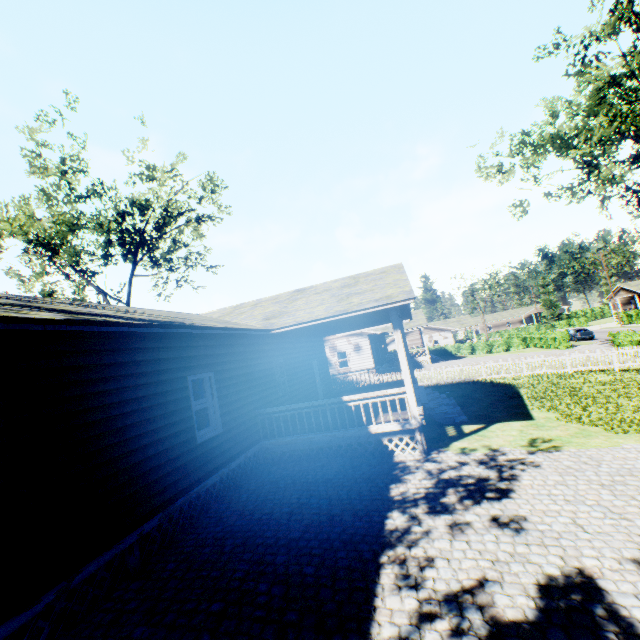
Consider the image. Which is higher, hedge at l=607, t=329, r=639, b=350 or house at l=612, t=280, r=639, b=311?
house at l=612, t=280, r=639, b=311

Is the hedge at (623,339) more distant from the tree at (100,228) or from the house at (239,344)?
the house at (239,344)

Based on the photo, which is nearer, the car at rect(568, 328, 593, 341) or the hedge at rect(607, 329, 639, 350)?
the hedge at rect(607, 329, 639, 350)

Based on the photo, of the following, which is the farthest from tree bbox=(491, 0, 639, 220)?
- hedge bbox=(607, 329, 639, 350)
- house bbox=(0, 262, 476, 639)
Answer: hedge bbox=(607, 329, 639, 350)

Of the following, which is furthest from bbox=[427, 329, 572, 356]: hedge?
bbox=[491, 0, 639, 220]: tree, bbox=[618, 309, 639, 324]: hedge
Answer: bbox=[491, 0, 639, 220]: tree

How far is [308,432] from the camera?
9.9 meters

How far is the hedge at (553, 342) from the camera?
36.06m

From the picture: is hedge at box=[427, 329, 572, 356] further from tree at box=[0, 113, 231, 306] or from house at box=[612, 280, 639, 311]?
tree at box=[0, 113, 231, 306]
